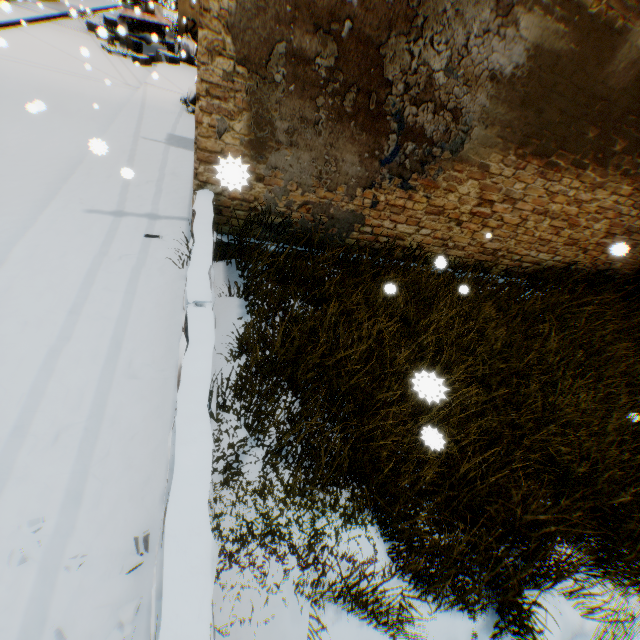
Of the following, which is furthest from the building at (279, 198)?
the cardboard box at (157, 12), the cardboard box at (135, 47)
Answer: the cardboard box at (135, 47)

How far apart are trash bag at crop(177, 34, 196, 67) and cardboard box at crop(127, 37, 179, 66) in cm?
25

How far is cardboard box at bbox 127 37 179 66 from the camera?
13.3m

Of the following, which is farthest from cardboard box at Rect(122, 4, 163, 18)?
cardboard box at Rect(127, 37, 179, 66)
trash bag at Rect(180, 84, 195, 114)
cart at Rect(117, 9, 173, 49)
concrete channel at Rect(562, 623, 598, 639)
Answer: concrete channel at Rect(562, 623, 598, 639)

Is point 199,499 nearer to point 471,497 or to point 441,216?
point 471,497

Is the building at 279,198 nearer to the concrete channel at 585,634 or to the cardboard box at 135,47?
the concrete channel at 585,634

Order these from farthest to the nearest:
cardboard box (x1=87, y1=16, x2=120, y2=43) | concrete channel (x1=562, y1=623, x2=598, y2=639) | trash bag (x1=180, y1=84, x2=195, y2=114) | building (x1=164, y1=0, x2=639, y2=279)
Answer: trash bag (x1=180, y1=84, x2=195, y2=114), cardboard box (x1=87, y1=16, x2=120, y2=43), building (x1=164, y1=0, x2=639, y2=279), concrete channel (x1=562, y1=623, x2=598, y2=639)

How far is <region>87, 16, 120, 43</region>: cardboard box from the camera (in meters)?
6.23
